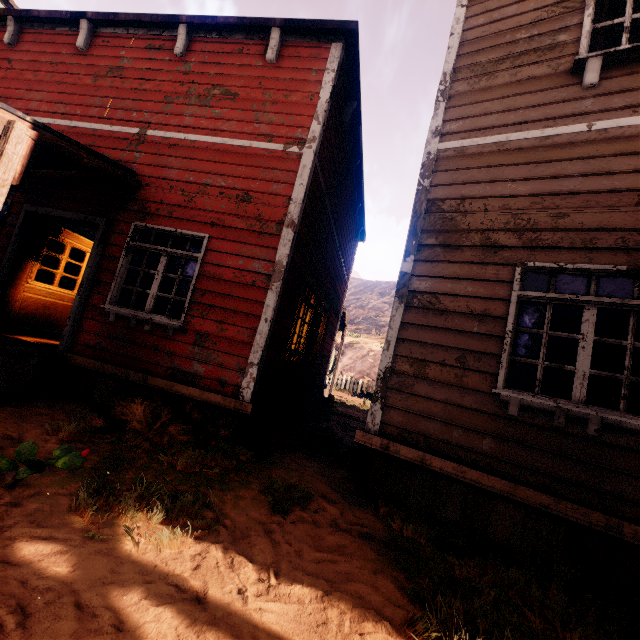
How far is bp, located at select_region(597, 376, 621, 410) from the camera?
3.85m

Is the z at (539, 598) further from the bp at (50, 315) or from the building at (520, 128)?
the bp at (50, 315)

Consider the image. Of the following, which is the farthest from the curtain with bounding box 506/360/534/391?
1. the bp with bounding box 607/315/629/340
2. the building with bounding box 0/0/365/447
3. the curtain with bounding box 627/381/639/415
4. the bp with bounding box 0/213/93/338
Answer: the bp with bounding box 0/213/93/338

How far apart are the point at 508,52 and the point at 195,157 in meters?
4.8 m

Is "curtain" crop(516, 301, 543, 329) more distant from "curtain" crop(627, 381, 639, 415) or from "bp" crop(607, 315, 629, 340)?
"bp" crop(607, 315, 629, 340)

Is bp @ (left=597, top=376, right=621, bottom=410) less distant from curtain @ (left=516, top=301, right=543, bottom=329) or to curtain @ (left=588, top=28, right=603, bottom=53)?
curtain @ (left=588, top=28, right=603, bottom=53)

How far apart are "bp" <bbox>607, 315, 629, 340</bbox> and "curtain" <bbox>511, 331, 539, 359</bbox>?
1.3 meters

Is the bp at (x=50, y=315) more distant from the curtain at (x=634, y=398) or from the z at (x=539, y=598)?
the curtain at (x=634, y=398)
